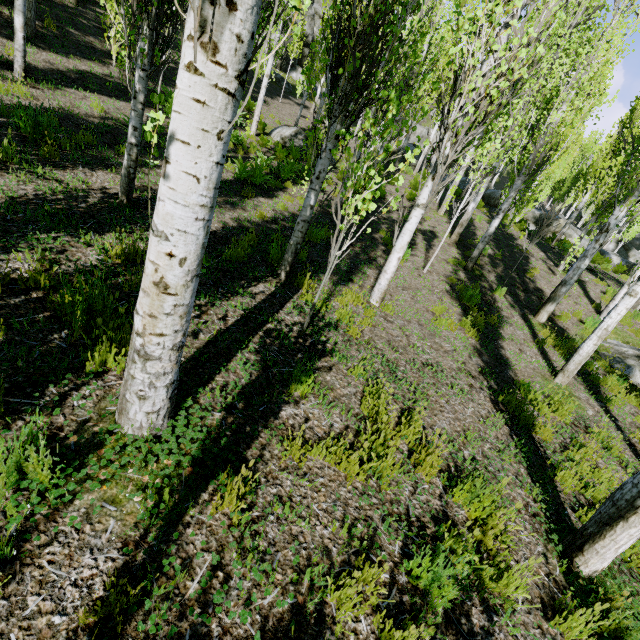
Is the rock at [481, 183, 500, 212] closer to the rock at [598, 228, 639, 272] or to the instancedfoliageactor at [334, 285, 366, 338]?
the instancedfoliageactor at [334, 285, 366, 338]

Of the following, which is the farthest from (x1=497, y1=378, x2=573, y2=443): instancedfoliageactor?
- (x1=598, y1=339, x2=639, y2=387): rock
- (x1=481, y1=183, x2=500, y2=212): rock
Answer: (x1=598, y1=339, x2=639, y2=387): rock

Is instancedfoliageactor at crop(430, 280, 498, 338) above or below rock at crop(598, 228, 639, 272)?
below

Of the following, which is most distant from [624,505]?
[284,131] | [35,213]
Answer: [284,131]

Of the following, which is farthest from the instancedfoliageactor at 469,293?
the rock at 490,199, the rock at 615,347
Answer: the rock at 615,347

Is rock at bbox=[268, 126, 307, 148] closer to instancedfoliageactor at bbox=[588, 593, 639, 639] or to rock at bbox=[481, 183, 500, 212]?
instancedfoliageactor at bbox=[588, 593, 639, 639]

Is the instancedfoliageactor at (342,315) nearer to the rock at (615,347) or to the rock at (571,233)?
the rock at (571,233)

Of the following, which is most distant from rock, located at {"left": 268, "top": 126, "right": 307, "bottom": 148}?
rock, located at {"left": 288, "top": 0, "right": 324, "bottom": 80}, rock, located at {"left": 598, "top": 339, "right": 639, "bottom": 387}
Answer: rock, located at {"left": 288, "top": 0, "right": 324, "bottom": 80}
